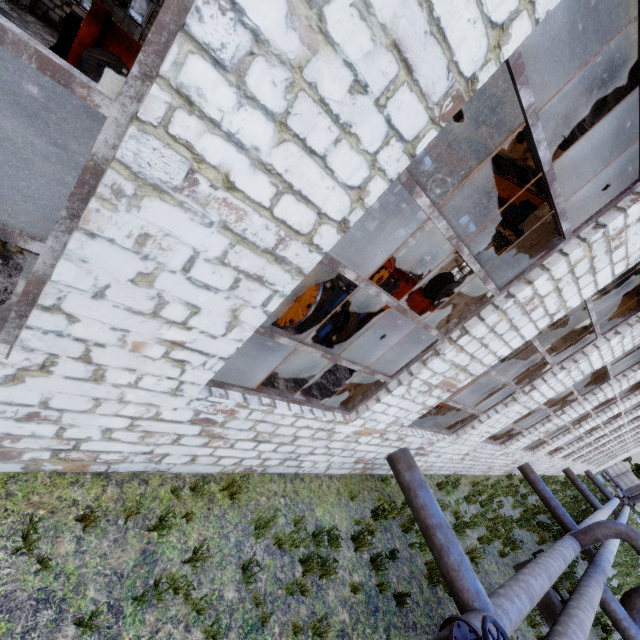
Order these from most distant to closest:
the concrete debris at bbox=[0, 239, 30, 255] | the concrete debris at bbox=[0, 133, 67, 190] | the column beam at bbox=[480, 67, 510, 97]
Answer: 1. the column beam at bbox=[480, 67, 510, 97]
2. the concrete debris at bbox=[0, 133, 67, 190]
3. the concrete debris at bbox=[0, 239, 30, 255]

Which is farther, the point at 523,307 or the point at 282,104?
the point at 523,307

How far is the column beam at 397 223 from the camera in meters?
24.9 m

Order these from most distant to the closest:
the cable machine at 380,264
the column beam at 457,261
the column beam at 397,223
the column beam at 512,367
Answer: the column beam at 457,261 → the column beam at 397,223 → the cable machine at 380,264 → the column beam at 512,367

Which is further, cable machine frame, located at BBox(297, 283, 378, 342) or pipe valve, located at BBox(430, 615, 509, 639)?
cable machine frame, located at BBox(297, 283, 378, 342)

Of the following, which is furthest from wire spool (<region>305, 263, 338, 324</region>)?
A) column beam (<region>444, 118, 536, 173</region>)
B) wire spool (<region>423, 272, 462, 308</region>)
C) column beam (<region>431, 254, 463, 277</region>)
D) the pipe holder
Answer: column beam (<region>431, 254, 463, 277</region>)

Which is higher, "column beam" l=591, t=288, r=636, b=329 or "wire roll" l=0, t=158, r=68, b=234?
"column beam" l=591, t=288, r=636, b=329

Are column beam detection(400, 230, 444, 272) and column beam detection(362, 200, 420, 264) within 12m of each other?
yes
